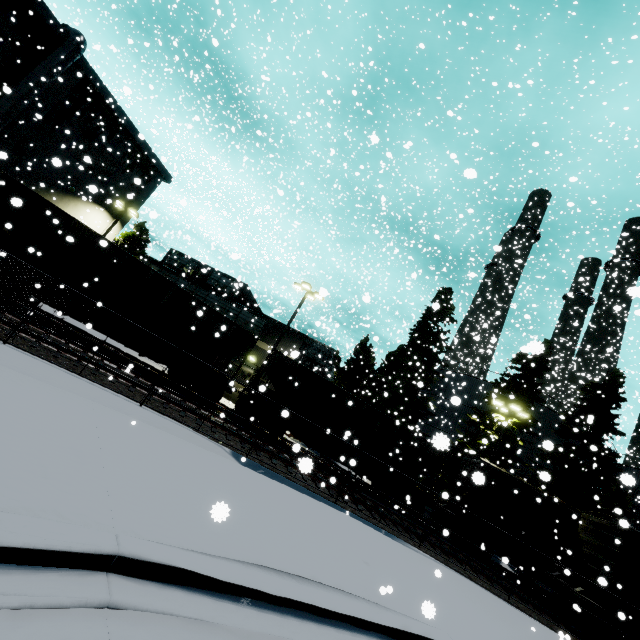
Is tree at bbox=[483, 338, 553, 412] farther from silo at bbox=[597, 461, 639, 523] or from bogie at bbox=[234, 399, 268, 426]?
bogie at bbox=[234, 399, 268, 426]

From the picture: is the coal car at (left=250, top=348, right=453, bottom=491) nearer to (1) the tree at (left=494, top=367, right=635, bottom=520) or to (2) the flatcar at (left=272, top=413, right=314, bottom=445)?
(2) the flatcar at (left=272, top=413, right=314, bottom=445)

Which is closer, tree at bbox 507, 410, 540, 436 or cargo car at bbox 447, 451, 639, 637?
cargo car at bbox 447, 451, 639, 637

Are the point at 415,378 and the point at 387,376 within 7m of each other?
yes

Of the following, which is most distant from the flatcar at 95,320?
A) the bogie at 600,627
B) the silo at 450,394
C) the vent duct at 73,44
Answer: the silo at 450,394

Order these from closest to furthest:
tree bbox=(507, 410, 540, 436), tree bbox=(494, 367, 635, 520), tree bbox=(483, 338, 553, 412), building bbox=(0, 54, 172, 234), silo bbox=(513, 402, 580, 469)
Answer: building bbox=(0, 54, 172, 234) < tree bbox=(494, 367, 635, 520) < tree bbox=(507, 410, 540, 436) < tree bbox=(483, 338, 553, 412) < silo bbox=(513, 402, 580, 469)

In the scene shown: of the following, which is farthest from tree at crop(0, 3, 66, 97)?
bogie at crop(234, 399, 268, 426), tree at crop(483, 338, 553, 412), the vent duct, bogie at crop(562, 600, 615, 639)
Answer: bogie at crop(562, 600, 615, 639)

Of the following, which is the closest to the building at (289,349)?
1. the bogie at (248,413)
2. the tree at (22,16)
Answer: the tree at (22,16)
